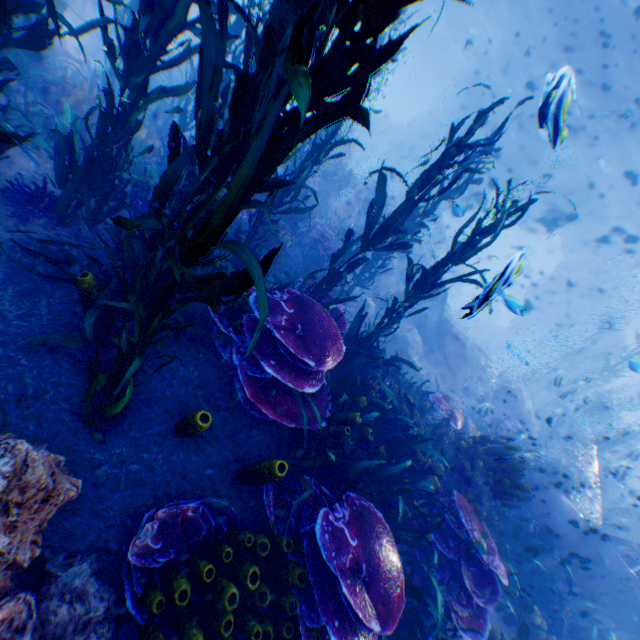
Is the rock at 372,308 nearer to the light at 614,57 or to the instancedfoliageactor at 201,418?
the light at 614,57

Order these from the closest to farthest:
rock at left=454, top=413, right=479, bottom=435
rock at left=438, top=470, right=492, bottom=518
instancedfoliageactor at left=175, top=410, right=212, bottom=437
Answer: instancedfoliageactor at left=175, top=410, right=212, bottom=437 → rock at left=438, top=470, right=492, bottom=518 → rock at left=454, top=413, right=479, bottom=435

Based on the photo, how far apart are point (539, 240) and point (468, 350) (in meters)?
42.09

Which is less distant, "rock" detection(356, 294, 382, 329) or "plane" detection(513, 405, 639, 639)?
"plane" detection(513, 405, 639, 639)

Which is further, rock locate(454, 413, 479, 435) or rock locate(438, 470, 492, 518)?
rock locate(454, 413, 479, 435)

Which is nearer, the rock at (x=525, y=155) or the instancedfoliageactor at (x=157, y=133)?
the instancedfoliageactor at (x=157, y=133)

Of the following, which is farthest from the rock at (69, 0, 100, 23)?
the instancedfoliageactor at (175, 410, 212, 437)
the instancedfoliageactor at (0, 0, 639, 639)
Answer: the instancedfoliageactor at (175, 410, 212, 437)
